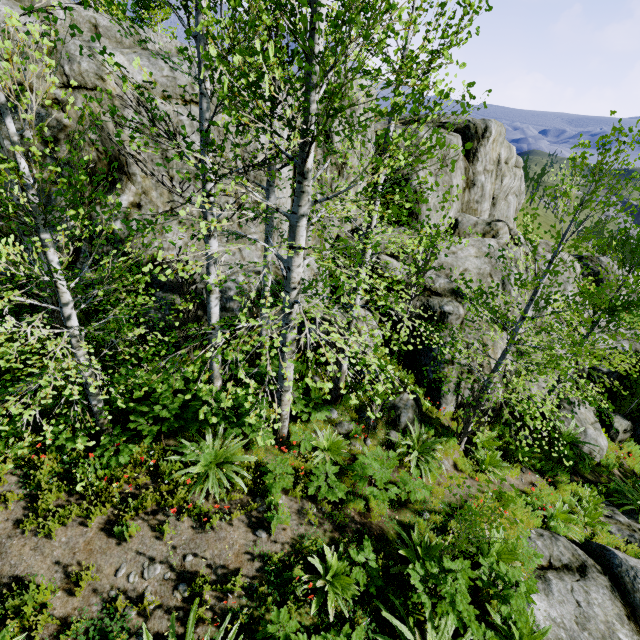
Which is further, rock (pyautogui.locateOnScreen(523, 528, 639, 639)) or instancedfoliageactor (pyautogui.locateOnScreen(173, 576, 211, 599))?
rock (pyautogui.locateOnScreen(523, 528, 639, 639))

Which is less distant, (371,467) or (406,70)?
(406,70)

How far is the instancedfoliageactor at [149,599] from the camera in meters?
4.3 m

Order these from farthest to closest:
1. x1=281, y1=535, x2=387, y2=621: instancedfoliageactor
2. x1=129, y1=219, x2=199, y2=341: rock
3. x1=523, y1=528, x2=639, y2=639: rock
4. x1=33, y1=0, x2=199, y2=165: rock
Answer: x1=129, y1=219, x2=199, y2=341: rock, x1=33, y1=0, x2=199, y2=165: rock, x1=523, y1=528, x2=639, y2=639: rock, x1=281, y1=535, x2=387, y2=621: instancedfoliageactor

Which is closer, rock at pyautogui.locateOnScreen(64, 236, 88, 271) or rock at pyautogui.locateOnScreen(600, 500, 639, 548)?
rock at pyautogui.locateOnScreen(64, 236, 88, 271)

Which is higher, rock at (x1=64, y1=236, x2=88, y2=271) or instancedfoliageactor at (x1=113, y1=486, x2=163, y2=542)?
rock at (x1=64, y1=236, x2=88, y2=271)

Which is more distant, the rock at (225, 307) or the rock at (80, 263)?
the rock at (225, 307)
